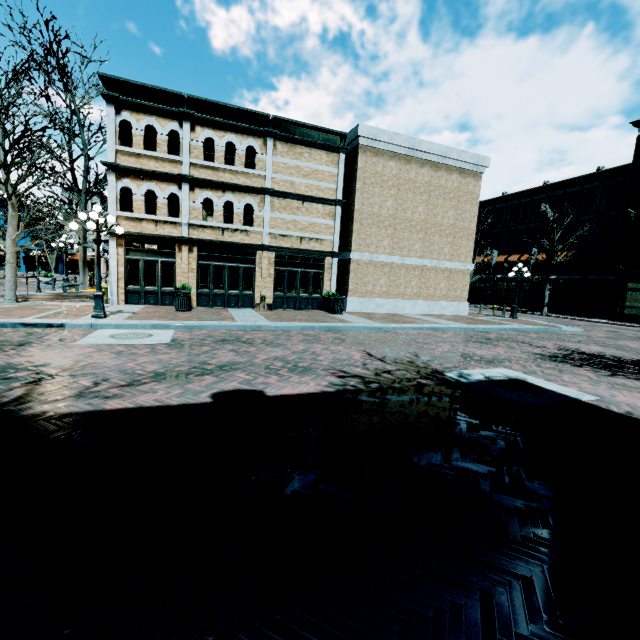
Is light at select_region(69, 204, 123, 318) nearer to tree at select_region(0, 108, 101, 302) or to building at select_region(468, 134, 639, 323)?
tree at select_region(0, 108, 101, 302)

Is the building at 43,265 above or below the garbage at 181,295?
above

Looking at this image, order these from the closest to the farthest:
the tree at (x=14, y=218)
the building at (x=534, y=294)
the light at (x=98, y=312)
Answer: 1. the light at (x=98, y=312)
2. the tree at (x=14, y=218)
3. the building at (x=534, y=294)

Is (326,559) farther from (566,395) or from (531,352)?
(531,352)

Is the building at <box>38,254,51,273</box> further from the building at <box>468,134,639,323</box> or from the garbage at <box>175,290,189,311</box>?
the garbage at <box>175,290,189,311</box>

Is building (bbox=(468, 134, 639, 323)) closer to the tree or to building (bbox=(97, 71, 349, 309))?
building (bbox=(97, 71, 349, 309))

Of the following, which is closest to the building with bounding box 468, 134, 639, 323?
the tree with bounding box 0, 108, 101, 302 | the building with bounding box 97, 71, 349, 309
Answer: the building with bounding box 97, 71, 349, 309

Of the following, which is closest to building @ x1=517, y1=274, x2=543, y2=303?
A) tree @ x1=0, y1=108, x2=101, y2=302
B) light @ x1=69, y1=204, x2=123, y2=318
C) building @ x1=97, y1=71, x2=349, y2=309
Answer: building @ x1=97, y1=71, x2=349, y2=309
